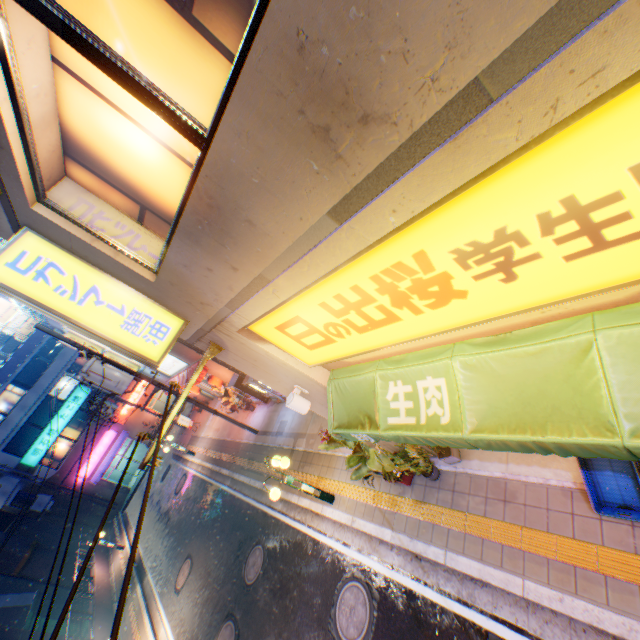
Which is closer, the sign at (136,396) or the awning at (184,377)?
the awning at (184,377)

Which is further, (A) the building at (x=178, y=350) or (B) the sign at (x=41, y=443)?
(B) the sign at (x=41, y=443)

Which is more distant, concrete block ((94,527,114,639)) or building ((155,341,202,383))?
building ((155,341,202,383))

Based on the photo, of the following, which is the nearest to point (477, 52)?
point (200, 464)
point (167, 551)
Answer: point (167, 551)

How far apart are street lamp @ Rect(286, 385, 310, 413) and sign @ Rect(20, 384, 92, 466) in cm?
3524

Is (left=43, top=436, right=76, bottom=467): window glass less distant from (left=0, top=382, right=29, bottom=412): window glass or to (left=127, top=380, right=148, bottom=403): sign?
(left=127, top=380, right=148, bottom=403): sign

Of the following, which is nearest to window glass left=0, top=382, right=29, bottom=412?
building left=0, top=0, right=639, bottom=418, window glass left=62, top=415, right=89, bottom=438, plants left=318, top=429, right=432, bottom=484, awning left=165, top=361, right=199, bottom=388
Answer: window glass left=62, top=415, right=89, bottom=438

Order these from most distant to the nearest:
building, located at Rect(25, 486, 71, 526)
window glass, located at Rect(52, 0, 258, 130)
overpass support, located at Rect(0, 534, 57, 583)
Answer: building, located at Rect(25, 486, 71, 526)
overpass support, located at Rect(0, 534, 57, 583)
window glass, located at Rect(52, 0, 258, 130)
